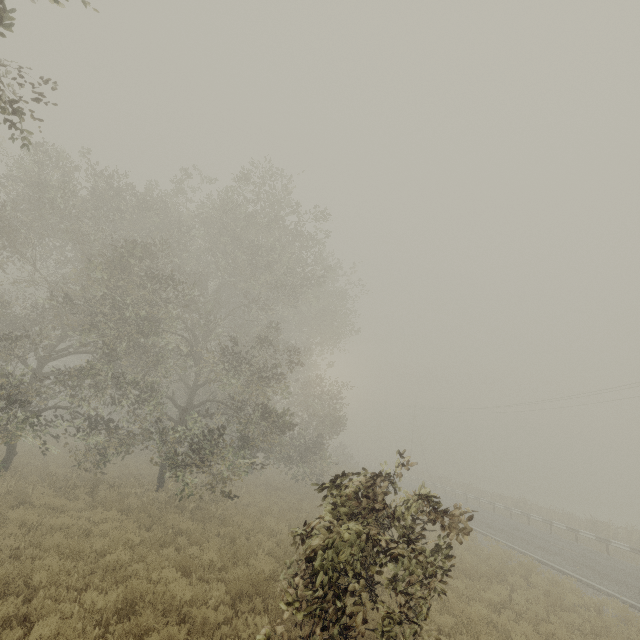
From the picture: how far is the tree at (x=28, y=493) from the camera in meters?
11.0

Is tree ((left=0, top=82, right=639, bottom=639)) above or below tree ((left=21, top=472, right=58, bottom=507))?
above

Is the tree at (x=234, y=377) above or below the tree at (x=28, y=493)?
above

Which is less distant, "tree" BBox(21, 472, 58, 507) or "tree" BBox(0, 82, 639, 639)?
"tree" BBox(0, 82, 639, 639)

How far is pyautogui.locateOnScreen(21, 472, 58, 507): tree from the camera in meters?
11.0 m

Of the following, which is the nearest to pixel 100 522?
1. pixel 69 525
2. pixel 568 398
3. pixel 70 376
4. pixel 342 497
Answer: pixel 69 525
